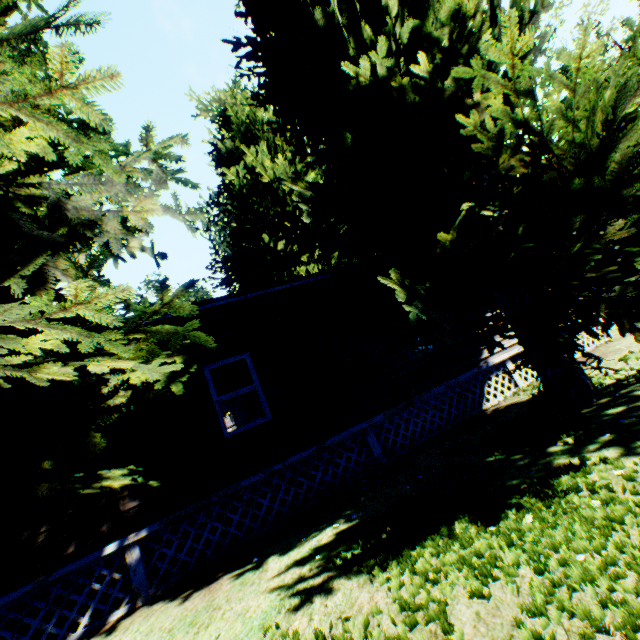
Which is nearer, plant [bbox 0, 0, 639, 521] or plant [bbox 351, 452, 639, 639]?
plant [bbox 351, 452, 639, 639]

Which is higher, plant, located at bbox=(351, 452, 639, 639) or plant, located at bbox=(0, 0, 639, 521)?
plant, located at bbox=(0, 0, 639, 521)

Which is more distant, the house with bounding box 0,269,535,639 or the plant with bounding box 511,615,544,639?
the house with bounding box 0,269,535,639

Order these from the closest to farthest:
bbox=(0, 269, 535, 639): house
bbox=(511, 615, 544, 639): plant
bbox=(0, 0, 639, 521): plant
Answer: bbox=(511, 615, 544, 639): plant
bbox=(0, 0, 639, 521): plant
bbox=(0, 269, 535, 639): house

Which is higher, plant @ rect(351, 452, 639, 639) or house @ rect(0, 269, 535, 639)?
house @ rect(0, 269, 535, 639)

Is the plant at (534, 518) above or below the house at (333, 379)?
below

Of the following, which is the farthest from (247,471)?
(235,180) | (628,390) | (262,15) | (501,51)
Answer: (235,180)

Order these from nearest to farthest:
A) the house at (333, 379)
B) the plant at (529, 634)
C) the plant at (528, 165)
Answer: the plant at (529, 634) < the plant at (528, 165) < the house at (333, 379)
